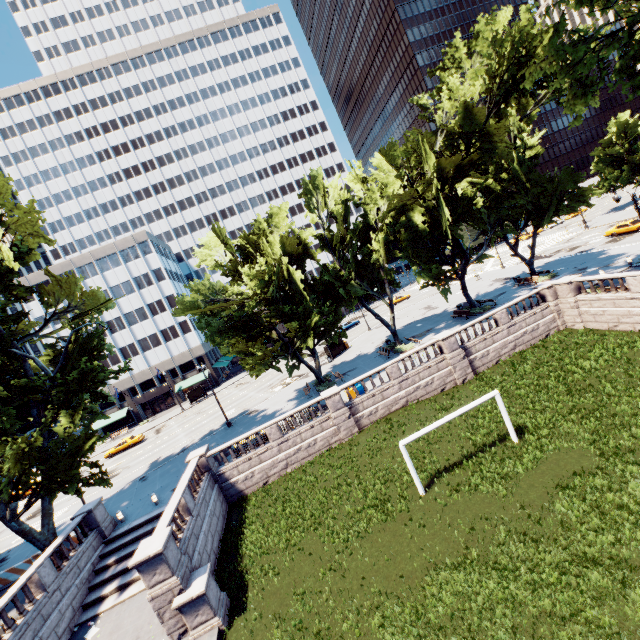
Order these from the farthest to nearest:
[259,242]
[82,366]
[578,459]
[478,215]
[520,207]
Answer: [478,215] → [520,207] → [259,242] → [82,366] → [578,459]

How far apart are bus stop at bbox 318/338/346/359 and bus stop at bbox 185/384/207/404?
25.48m

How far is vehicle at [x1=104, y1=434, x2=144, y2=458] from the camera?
44.4 meters

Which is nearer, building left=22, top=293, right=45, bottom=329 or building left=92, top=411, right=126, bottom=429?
building left=22, top=293, right=45, bottom=329

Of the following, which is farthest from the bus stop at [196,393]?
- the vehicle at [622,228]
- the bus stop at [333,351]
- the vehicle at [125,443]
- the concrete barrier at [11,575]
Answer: the vehicle at [622,228]

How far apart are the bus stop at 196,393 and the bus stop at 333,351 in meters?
25.5 m

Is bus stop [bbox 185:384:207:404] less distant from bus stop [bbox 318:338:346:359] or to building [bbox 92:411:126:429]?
building [bbox 92:411:126:429]

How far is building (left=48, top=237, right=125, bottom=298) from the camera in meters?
58.6 m
